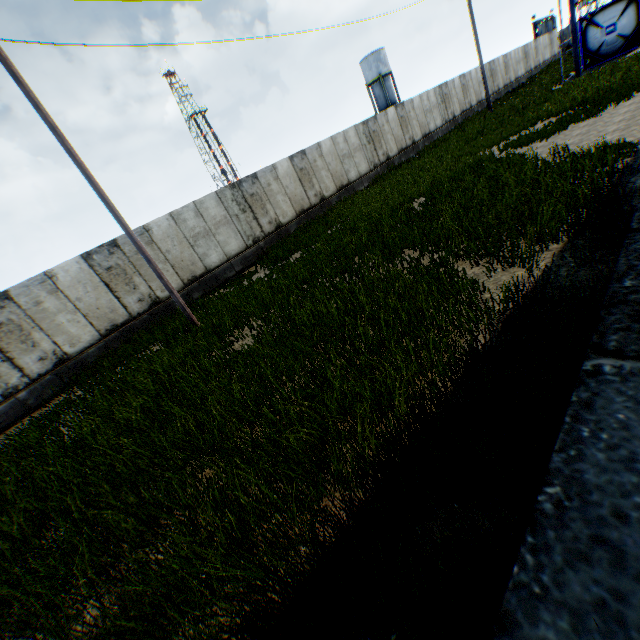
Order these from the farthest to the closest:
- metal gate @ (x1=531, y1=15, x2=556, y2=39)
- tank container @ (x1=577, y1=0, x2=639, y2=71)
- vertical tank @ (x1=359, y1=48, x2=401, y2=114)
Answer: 1. metal gate @ (x1=531, y1=15, x2=556, y2=39)
2. vertical tank @ (x1=359, y1=48, x2=401, y2=114)
3. tank container @ (x1=577, y1=0, x2=639, y2=71)

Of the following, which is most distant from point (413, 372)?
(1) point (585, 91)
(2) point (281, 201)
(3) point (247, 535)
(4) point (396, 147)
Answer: (4) point (396, 147)

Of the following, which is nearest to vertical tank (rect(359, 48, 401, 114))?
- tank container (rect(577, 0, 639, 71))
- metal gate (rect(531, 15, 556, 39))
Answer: metal gate (rect(531, 15, 556, 39))

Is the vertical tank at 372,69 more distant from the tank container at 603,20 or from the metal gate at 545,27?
the tank container at 603,20

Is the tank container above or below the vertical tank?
below

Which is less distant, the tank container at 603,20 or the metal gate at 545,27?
the tank container at 603,20
